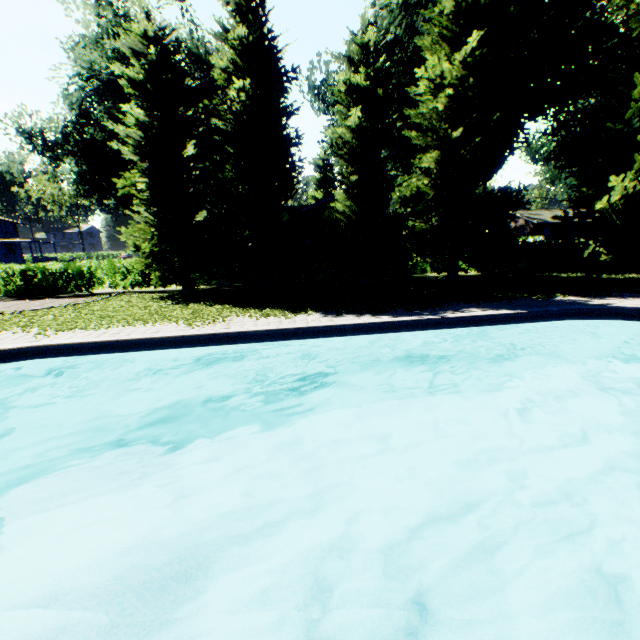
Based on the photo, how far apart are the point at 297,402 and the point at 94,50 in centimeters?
3214cm

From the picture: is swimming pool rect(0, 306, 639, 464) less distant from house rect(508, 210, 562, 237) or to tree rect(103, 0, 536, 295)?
tree rect(103, 0, 536, 295)

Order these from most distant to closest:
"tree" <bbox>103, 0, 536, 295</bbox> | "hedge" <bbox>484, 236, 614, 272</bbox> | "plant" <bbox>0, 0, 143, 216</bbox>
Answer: "plant" <bbox>0, 0, 143, 216</bbox> < "hedge" <bbox>484, 236, 614, 272</bbox> < "tree" <bbox>103, 0, 536, 295</bbox>

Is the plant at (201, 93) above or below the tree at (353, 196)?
above

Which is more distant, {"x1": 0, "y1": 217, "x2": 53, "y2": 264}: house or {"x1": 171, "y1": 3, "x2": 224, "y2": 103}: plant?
{"x1": 0, "y1": 217, "x2": 53, "y2": 264}: house

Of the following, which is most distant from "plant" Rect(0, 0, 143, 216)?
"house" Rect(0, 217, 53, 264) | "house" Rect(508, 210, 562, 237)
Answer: "house" Rect(508, 210, 562, 237)

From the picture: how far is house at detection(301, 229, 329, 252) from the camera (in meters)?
25.47

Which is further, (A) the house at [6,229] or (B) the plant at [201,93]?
(A) the house at [6,229]
